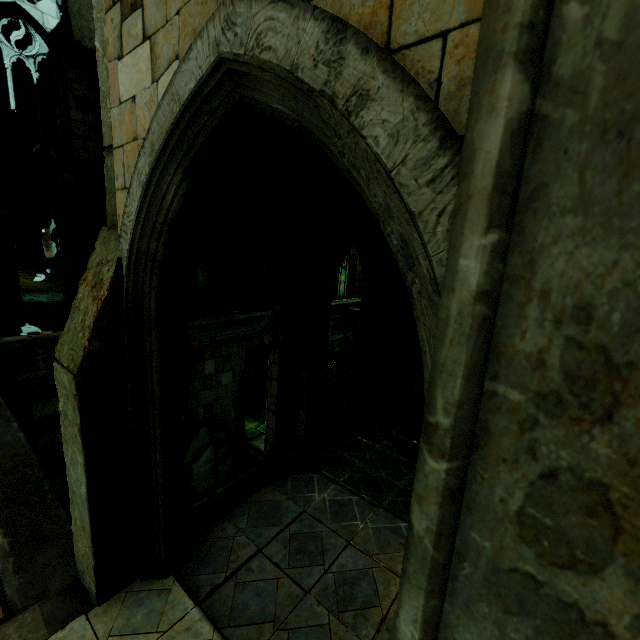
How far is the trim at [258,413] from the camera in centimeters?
2164cm

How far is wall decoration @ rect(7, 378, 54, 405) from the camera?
10.16m

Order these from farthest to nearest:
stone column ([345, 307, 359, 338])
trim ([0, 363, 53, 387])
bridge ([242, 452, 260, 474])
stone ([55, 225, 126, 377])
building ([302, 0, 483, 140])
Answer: stone column ([345, 307, 359, 338])
bridge ([242, 452, 260, 474])
trim ([0, 363, 53, 387])
stone ([55, 225, 126, 377])
building ([302, 0, 483, 140])

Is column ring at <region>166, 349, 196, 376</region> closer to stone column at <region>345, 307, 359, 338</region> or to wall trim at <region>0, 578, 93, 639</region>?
wall trim at <region>0, 578, 93, 639</region>

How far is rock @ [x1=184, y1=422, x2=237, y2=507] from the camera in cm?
1414

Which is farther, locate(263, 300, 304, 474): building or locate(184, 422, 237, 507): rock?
locate(184, 422, 237, 507): rock

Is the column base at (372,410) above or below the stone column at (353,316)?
above

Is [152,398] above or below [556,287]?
below
